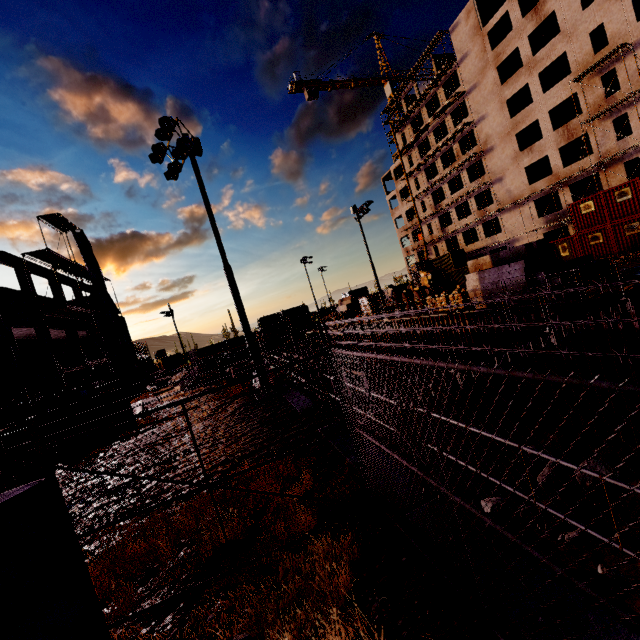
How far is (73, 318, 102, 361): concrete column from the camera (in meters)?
26.23

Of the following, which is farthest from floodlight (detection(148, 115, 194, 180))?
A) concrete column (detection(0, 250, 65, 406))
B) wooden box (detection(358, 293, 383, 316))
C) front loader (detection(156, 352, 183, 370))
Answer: front loader (detection(156, 352, 183, 370))

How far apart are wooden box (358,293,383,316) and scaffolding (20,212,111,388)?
24.98m

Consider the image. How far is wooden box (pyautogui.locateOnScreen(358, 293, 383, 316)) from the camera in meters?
34.1 m

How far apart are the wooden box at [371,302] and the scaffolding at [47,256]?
25.0m

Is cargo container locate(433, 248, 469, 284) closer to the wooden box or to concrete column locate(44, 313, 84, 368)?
the wooden box

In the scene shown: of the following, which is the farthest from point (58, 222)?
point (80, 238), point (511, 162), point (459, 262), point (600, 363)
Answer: point (511, 162)

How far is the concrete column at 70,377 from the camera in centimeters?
2194cm
